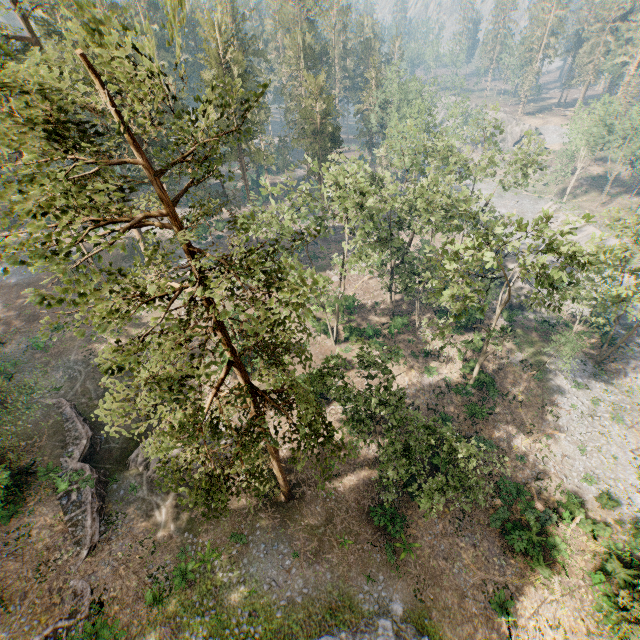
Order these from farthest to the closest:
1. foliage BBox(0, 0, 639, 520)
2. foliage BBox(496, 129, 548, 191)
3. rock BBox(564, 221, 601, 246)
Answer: rock BBox(564, 221, 601, 246) → foliage BBox(496, 129, 548, 191) → foliage BBox(0, 0, 639, 520)

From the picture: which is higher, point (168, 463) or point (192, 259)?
point (192, 259)

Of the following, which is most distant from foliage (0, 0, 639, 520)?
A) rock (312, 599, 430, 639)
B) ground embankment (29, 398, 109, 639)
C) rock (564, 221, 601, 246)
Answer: rock (564, 221, 601, 246)

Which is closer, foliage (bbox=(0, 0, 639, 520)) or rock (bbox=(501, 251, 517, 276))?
foliage (bbox=(0, 0, 639, 520))

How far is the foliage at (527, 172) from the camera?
32.2m

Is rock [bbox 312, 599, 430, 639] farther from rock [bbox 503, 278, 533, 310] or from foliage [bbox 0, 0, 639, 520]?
rock [bbox 503, 278, 533, 310]

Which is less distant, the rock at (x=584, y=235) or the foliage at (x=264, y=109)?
the foliage at (x=264, y=109)

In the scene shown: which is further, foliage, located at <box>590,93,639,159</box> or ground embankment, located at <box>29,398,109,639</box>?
foliage, located at <box>590,93,639,159</box>
